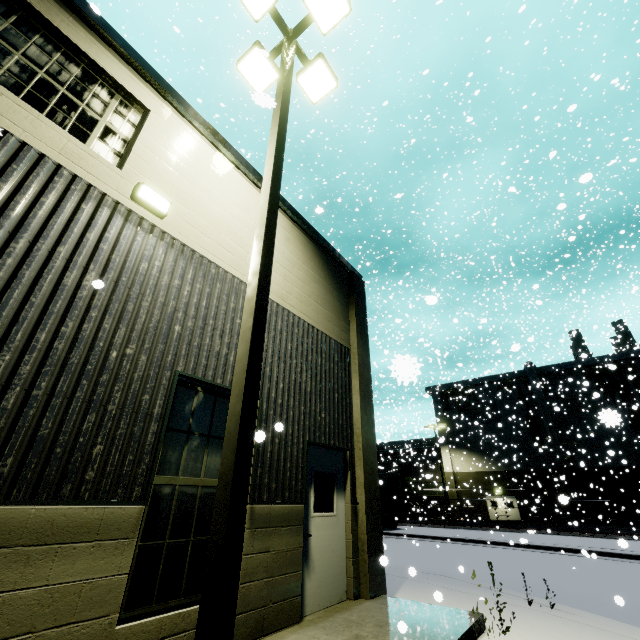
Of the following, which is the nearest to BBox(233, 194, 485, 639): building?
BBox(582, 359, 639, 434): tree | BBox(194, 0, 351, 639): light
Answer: BBox(582, 359, 639, 434): tree

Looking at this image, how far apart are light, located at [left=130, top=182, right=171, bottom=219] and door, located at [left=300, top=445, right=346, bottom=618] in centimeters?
442cm

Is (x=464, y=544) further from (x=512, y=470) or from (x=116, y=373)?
(x=512, y=470)

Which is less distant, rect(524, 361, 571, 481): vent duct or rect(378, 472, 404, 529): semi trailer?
rect(378, 472, 404, 529): semi trailer

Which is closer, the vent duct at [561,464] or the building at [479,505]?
the vent duct at [561,464]

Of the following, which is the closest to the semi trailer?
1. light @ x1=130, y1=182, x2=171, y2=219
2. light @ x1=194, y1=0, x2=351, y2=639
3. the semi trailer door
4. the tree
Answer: the semi trailer door

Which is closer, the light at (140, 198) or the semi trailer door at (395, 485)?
the light at (140, 198)

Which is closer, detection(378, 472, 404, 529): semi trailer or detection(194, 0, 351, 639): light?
detection(194, 0, 351, 639): light
